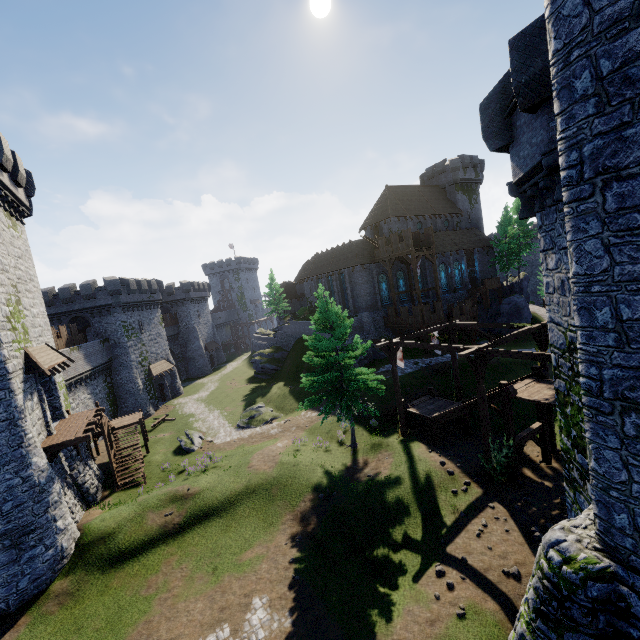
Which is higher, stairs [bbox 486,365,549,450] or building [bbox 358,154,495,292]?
building [bbox 358,154,495,292]

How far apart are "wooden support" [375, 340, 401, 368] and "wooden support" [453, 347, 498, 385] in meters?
3.7

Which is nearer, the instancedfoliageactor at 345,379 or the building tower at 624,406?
the building tower at 624,406

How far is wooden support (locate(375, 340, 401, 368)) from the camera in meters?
20.1 m

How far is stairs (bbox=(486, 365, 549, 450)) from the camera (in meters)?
15.76

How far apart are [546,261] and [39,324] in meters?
27.7 m

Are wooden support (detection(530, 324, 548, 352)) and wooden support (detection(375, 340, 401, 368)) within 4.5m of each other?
no

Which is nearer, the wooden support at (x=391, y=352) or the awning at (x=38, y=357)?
the awning at (x=38, y=357)
